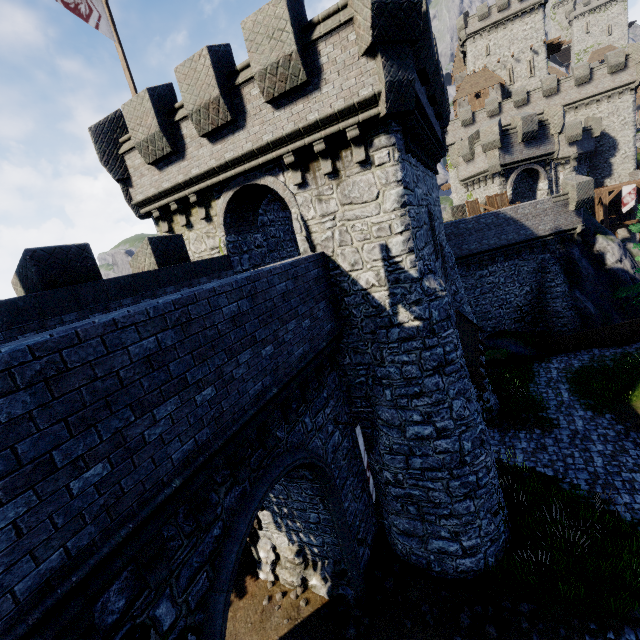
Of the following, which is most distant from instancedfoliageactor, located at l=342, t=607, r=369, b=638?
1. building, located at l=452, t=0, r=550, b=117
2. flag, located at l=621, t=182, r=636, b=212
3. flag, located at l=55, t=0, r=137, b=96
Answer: building, located at l=452, t=0, r=550, b=117

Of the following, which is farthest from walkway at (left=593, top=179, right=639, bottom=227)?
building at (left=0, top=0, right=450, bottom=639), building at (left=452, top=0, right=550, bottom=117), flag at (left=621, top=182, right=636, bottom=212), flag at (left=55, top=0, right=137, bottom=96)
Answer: flag at (left=55, top=0, right=137, bottom=96)

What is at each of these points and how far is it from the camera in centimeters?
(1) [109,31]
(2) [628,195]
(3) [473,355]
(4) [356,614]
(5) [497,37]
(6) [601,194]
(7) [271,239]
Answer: (1) flag, 1118cm
(2) flag, 3419cm
(3) awning, 1293cm
(4) instancedfoliageactor, 1020cm
(5) building, 4772cm
(6) walkway, 3575cm
(7) building, 1678cm

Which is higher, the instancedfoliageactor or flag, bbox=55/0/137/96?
flag, bbox=55/0/137/96

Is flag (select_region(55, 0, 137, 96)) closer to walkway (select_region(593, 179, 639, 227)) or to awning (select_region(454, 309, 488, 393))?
awning (select_region(454, 309, 488, 393))

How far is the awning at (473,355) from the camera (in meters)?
11.49

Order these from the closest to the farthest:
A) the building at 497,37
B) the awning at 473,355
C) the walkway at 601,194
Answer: the awning at 473,355
the walkway at 601,194
the building at 497,37

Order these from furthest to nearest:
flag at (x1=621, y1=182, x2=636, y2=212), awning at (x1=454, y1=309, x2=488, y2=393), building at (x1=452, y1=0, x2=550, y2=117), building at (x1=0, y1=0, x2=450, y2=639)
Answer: building at (x1=452, y1=0, x2=550, y2=117) < flag at (x1=621, y1=182, x2=636, y2=212) < awning at (x1=454, y1=309, x2=488, y2=393) < building at (x1=0, y1=0, x2=450, y2=639)
